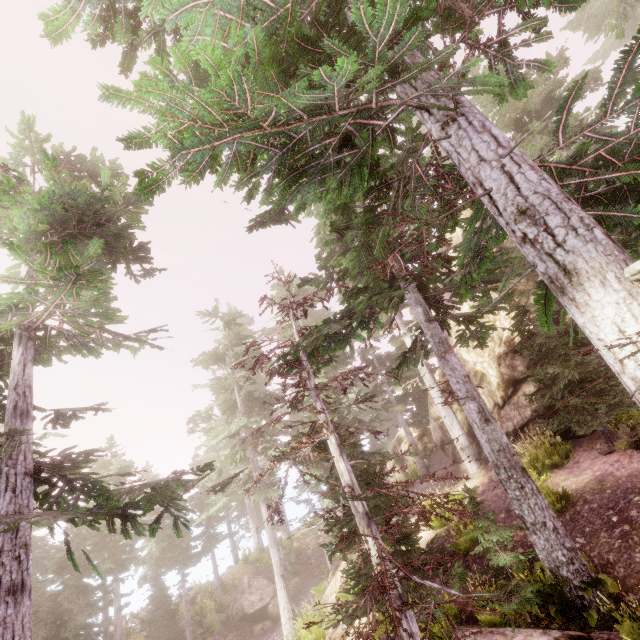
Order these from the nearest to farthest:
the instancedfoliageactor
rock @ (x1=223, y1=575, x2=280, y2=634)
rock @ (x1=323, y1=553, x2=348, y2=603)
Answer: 1. the instancedfoliageactor
2. rock @ (x1=323, y1=553, x2=348, y2=603)
3. rock @ (x1=223, y1=575, x2=280, y2=634)

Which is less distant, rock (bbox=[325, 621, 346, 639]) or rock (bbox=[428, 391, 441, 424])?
rock (bbox=[325, 621, 346, 639])

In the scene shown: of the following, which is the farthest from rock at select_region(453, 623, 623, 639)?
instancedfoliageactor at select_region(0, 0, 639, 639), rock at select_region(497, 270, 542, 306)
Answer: rock at select_region(497, 270, 542, 306)

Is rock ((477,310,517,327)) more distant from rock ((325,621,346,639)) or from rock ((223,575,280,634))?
rock ((223,575,280,634))

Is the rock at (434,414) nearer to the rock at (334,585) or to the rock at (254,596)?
the rock at (334,585)

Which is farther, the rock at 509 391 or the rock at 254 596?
the rock at 254 596

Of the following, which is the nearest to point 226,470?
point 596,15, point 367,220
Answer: point 367,220

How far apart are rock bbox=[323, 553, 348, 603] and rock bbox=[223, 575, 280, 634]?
6.74m
